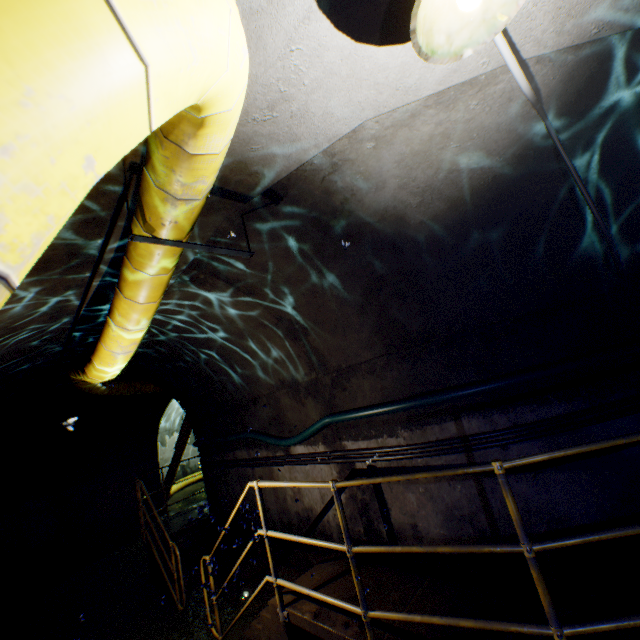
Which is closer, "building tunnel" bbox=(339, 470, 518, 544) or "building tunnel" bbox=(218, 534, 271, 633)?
"building tunnel" bbox=(339, 470, 518, 544)

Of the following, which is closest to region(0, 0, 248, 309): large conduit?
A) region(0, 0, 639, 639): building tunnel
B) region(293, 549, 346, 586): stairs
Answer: region(0, 0, 639, 639): building tunnel

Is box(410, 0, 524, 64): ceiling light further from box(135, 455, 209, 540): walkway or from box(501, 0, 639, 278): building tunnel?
box(135, 455, 209, 540): walkway

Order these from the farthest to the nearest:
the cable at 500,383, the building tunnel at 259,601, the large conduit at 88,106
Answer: the building tunnel at 259,601 < the cable at 500,383 < the large conduit at 88,106

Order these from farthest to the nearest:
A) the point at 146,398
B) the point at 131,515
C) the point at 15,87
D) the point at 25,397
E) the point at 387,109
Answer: the point at 146,398, the point at 131,515, the point at 25,397, the point at 387,109, the point at 15,87

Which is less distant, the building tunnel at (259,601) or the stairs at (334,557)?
the stairs at (334,557)

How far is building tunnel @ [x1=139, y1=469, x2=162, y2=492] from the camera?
11.0 meters
